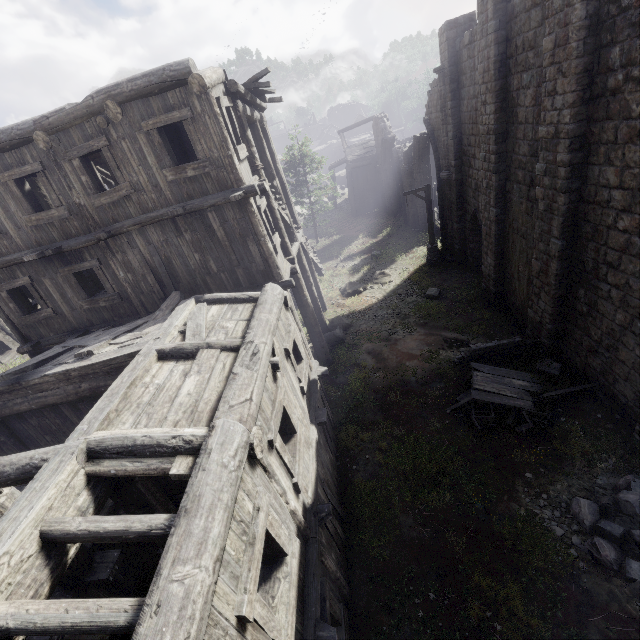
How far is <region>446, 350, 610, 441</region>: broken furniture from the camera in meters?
9.4 m

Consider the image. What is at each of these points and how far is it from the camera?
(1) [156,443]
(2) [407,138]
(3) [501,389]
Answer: (1) building, 4.30m
(2) building, 36.94m
(3) broken furniture, 10.12m

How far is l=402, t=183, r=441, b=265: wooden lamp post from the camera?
18.2m

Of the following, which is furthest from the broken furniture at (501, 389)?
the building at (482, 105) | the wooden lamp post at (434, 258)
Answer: the wooden lamp post at (434, 258)

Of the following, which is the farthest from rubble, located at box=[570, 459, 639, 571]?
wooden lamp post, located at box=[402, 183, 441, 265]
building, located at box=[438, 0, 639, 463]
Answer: wooden lamp post, located at box=[402, 183, 441, 265]

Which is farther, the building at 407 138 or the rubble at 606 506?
the building at 407 138

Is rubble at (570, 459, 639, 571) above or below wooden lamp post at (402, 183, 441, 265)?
below

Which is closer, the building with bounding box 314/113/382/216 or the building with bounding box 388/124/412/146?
the building with bounding box 388/124/412/146
